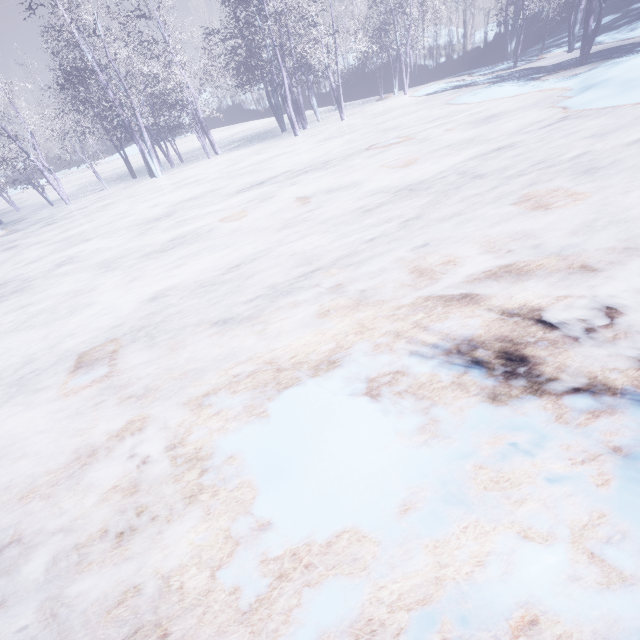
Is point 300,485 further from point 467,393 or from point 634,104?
point 634,104
